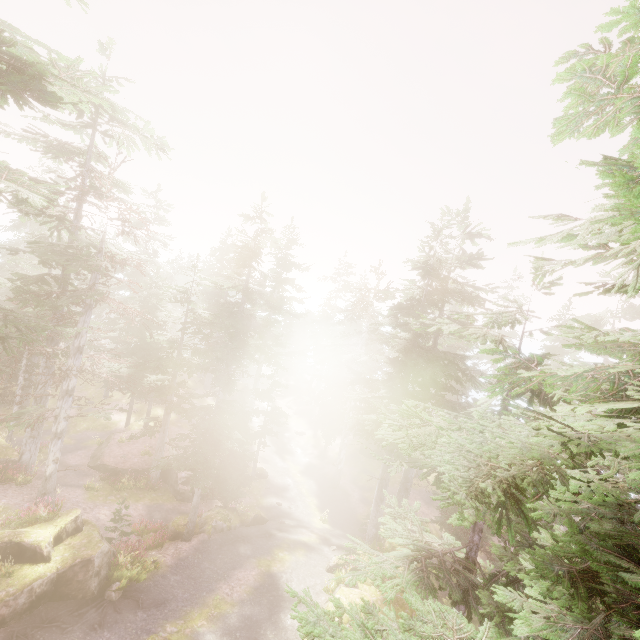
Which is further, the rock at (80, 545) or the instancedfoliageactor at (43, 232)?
the rock at (80, 545)

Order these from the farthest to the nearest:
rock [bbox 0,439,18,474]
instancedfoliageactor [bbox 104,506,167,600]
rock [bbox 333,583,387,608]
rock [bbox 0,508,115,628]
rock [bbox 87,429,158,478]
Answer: rock [bbox 87,429,158,478] < rock [bbox 0,439,18,474] < rock [bbox 333,583,387,608] < instancedfoliageactor [bbox 104,506,167,600] < rock [bbox 0,508,115,628]

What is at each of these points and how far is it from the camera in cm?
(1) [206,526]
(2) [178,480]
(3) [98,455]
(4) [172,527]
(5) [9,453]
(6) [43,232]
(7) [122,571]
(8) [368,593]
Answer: (1) rock, 1950
(2) rock, 2512
(3) rock, 2542
(4) rock, 1942
(5) rock, 2008
(6) instancedfoliageactor, 4575
(7) instancedfoliageactor, 1383
(8) rock, 1539

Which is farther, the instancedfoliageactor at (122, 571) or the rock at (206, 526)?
the rock at (206, 526)

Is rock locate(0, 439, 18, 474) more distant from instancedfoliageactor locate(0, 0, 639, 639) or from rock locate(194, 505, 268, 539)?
rock locate(194, 505, 268, 539)

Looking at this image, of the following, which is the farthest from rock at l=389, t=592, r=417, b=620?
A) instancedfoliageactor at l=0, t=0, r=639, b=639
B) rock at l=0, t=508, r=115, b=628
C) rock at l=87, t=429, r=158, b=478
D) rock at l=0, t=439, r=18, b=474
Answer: rock at l=87, t=429, r=158, b=478

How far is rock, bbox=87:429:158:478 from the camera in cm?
2395

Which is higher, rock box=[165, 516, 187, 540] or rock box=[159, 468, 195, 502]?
rock box=[165, 516, 187, 540]
